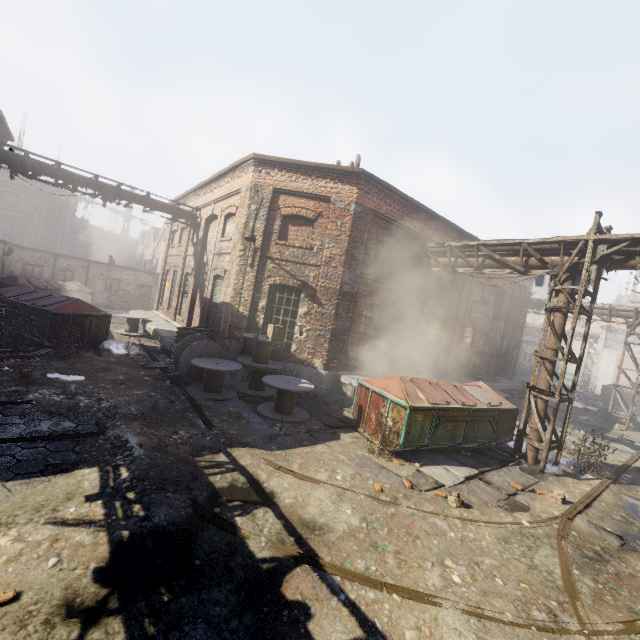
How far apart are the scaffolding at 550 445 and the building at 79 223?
61.0 meters

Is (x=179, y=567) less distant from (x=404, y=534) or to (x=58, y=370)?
(x=404, y=534)

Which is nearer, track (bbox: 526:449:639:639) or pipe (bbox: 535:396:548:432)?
track (bbox: 526:449:639:639)

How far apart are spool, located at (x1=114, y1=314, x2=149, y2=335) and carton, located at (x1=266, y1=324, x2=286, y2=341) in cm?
959

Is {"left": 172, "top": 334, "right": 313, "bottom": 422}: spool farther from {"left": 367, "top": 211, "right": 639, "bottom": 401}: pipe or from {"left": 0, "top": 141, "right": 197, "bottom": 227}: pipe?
{"left": 0, "top": 141, "right": 197, "bottom": 227}: pipe

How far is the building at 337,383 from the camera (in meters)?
11.89

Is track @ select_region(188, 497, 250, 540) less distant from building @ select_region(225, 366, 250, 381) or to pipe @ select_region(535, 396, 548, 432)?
pipe @ select_region(535, 396, 548, 432)

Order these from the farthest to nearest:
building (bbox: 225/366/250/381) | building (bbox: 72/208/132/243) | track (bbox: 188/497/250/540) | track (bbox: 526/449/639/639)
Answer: building (bbox: 72/208/132/243), building (bbox: 225/366/250/381), track (bbox: 188/497/250/540), track (bbox: 526/449/639/639)
